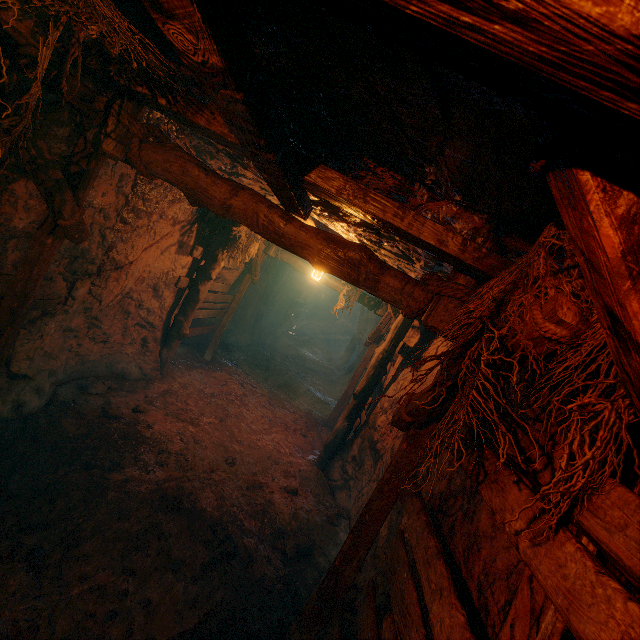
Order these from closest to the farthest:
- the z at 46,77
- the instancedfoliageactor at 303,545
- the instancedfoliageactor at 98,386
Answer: the z at 46,77
the instancedfoliageactor at 303,545
the instancedfoliageactor at 98,386

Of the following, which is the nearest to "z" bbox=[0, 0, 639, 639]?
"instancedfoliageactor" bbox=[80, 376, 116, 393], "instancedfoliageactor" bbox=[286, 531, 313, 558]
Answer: "instancedfoliageactor" bbox=[286, 531, 313, 558]

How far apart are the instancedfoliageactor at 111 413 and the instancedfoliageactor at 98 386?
0.6m

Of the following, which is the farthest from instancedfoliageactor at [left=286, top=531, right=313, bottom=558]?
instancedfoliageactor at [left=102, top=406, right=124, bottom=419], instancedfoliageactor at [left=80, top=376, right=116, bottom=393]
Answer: instancedfoliageactor at [left=80, top=376, right=116, bottom=393]

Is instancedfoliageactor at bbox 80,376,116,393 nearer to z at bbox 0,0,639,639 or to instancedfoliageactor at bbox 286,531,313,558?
z at bbox 0,0,639,639

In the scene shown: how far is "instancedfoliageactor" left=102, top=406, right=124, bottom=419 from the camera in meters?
5.1 m

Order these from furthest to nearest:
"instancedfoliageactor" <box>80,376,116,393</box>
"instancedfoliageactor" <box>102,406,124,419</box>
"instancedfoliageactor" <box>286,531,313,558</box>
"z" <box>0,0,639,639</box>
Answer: "instancedfoliageactor" <box>80,376,116,393</box> < "instancedfoliageactor" <box>102,406,124,419</box> < "instancedfoliageactor" <box>286,531,313,558</box> < "z" <box>0,0,639,639</box>

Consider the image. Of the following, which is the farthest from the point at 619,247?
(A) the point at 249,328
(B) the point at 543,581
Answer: (A) the point at 249,328
